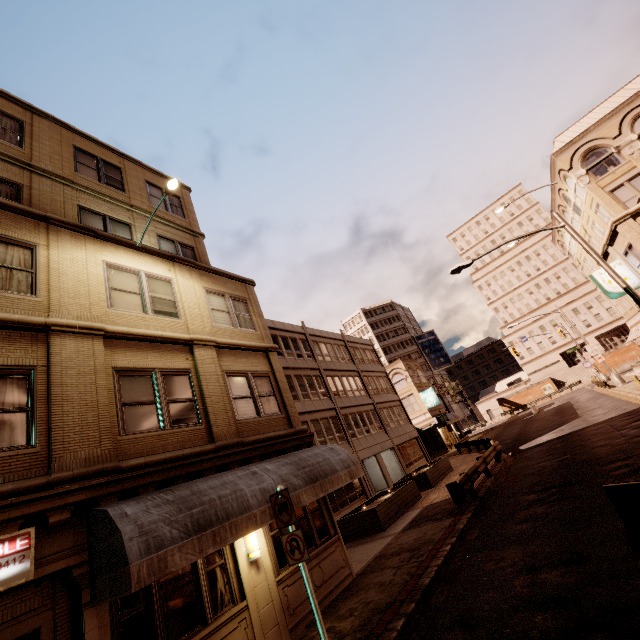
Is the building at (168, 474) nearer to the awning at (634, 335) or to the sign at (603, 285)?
the sign at (603, 285)

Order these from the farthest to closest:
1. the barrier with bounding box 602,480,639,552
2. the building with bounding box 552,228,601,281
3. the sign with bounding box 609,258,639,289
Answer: the building with bounding box 552,228,601,281
the sign with bounding box 609,258,639,289
the barrier with bounding box 602,480,639,552

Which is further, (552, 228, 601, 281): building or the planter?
(552, 228, 601, 281): building

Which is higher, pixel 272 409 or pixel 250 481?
pixel 272 409

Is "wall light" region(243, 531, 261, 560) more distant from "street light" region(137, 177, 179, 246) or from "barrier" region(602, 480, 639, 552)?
"street light" region(137, 177, 179, 246)

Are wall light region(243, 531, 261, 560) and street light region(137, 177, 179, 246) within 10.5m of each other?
yes

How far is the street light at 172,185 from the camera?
9.9 meters

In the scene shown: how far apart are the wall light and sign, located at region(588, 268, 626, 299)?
21.24m
